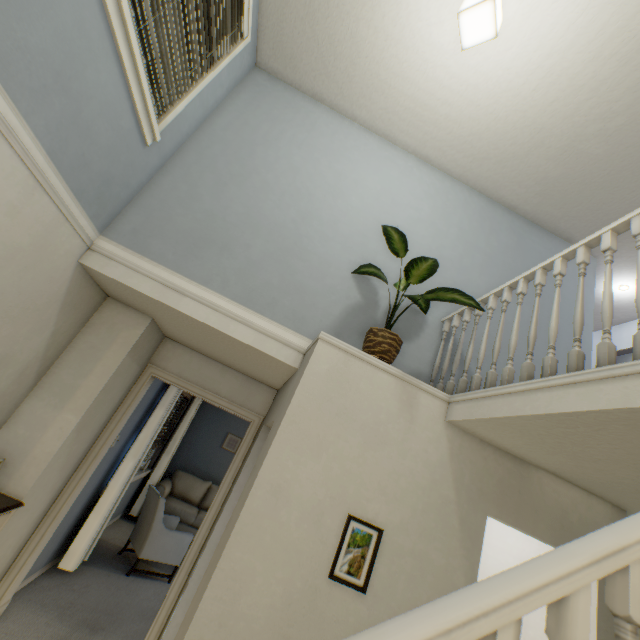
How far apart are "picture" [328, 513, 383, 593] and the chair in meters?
3.5 m

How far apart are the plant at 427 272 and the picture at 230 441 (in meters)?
5.85

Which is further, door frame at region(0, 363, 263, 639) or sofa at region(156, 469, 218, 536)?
sofa at region(156, 469, 218, 536)

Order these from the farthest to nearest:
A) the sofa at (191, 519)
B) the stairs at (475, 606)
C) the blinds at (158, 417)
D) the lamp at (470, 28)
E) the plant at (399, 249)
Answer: the sofa at (191, 519)
the blinds at (158, 417)
the plant at (399, 249)
the lamp at (470, 28)
the stairs at (475, 606)

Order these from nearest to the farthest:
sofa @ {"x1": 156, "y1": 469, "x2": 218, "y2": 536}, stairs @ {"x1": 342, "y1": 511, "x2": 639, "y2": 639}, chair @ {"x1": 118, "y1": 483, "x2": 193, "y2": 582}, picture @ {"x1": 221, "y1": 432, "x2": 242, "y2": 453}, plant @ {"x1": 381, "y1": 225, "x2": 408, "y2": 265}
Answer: stairs @ {"x1": 342, "y1": 511, "x2": 639, "y2": 639}, plant @ {"x1": 381, "y1": 225, "x2": 408, "y2": 265}, chair @ {"x1": 118, "y1": 483, "x2": 193, "y2": 582}, sofa @ {"x1": 156, "y1": 469, "x2": 218, "y2": 536}, picture @ {"x1": 221, "y1": 432, "x2": 242, "y2": 453}

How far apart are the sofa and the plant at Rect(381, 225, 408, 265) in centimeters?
536cm

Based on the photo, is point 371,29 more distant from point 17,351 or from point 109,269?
point 17,351

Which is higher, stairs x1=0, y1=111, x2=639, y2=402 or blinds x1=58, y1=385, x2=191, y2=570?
stairs x1=0, y1=111, x2=639, y2=402
